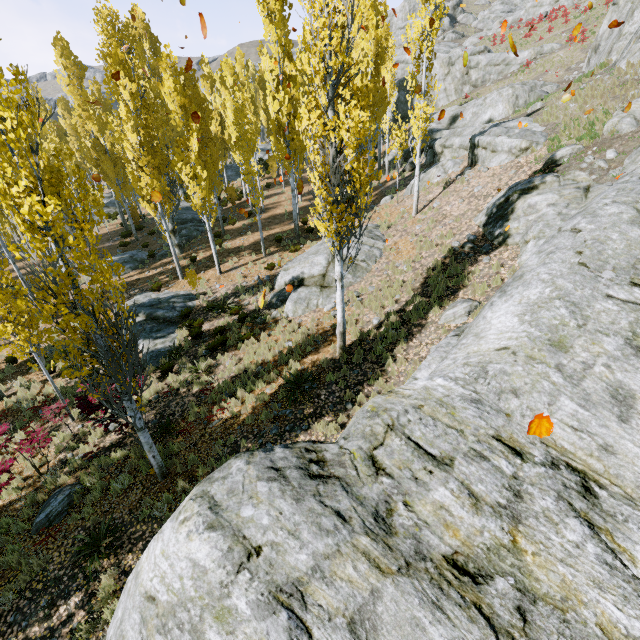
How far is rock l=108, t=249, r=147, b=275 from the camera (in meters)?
20.73

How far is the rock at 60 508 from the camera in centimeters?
775cm

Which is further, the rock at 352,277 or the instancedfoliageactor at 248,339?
the rock at 352,277

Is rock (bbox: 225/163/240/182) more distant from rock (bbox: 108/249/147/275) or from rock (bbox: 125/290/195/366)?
rock (bbox: 125/290/195/366)

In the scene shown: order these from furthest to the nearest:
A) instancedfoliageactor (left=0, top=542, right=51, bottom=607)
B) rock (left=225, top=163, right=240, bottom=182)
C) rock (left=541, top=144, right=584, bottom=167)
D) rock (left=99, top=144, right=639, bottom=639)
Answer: rock (left=225, top=163, right=240, bottom=182) < rock (left=541, top=144, right=584, bottom=167) < instancedfoliageactor (left=0, top=542, right=51, bottom=607) < rock (left=99, top=144, right=639, bottom=639)

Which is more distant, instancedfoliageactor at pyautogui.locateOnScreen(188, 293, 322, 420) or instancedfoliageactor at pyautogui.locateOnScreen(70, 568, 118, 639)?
instancedfoliageactor at pyautogui.locateOnScreen(188, 293, 322, 420)

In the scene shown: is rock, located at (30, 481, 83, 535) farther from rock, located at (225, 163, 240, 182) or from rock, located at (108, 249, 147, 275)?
rock, located at (225, 163, 240, 182)

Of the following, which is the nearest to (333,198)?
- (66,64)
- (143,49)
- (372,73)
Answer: (372,73)
